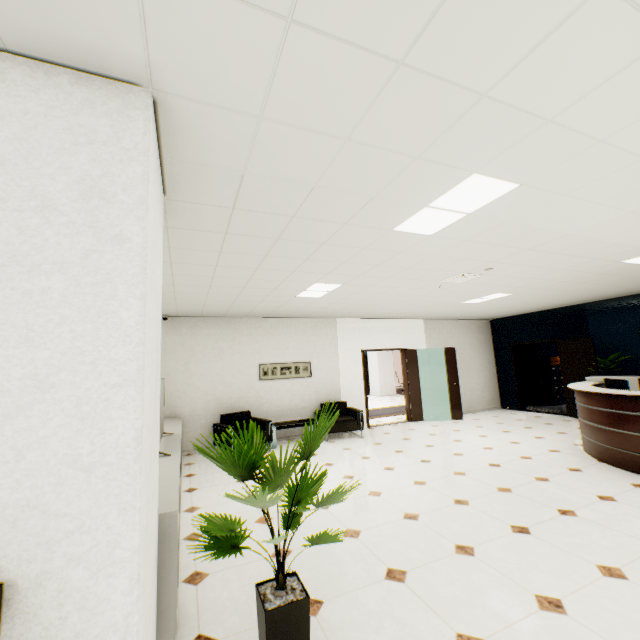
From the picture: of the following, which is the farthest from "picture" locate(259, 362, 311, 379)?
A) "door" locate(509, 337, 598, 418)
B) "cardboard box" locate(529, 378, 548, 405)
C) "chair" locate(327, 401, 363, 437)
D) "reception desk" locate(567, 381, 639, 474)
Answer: "cardboard box" locate(529, 378, 548, 405)

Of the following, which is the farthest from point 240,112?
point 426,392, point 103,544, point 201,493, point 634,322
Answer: point 634,322

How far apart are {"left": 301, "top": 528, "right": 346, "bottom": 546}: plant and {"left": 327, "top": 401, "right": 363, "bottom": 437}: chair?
5.4 meters

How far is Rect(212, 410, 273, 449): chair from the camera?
6.4 meters

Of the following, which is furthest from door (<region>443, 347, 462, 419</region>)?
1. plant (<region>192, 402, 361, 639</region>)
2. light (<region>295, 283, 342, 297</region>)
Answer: plant (<region>192, 402, 361, 639</region>)

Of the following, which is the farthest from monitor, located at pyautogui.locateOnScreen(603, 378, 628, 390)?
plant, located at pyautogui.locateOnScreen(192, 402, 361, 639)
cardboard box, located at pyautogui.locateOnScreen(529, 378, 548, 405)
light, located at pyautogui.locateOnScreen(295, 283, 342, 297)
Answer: cardboard box, located at pyautogui.locateOnScreen(529, 378, 548, 405)

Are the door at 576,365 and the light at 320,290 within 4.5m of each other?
no

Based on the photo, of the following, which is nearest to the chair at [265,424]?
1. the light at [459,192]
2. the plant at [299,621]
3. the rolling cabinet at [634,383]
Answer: the plant at [299,621]
